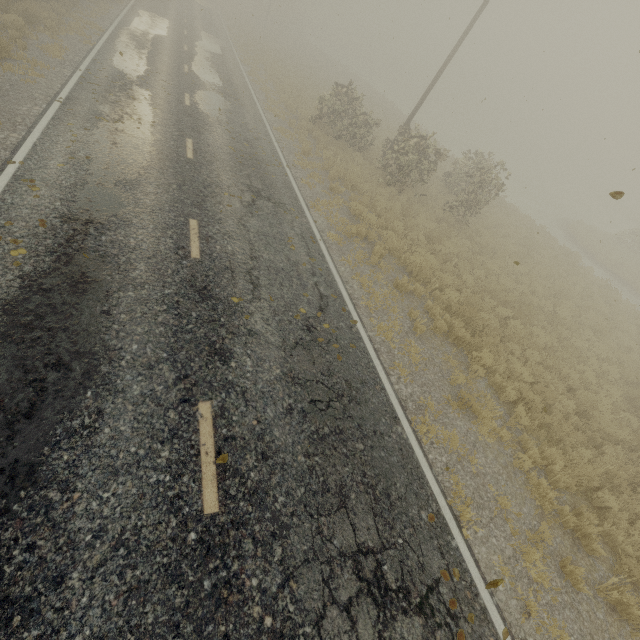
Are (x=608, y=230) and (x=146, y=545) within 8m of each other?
no
